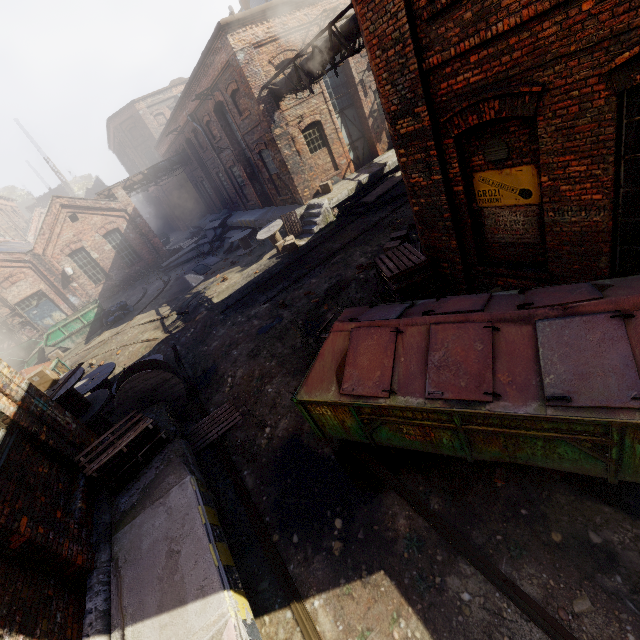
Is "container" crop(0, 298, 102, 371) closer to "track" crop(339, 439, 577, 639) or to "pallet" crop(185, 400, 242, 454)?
"pallet" crop(185, 400, 242, 454)

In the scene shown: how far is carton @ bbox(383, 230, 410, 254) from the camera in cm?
948

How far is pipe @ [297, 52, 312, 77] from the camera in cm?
1135

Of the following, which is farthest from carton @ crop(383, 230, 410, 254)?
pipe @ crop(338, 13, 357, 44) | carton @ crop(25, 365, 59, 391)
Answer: carton @ crop(25, 365, 59, 391)

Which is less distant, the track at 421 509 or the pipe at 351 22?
the track at 421 509

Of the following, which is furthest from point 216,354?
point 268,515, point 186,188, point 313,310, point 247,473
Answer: point 186,188

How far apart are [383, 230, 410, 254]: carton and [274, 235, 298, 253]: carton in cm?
570

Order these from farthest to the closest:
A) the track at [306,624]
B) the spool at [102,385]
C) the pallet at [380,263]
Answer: the spool at [102,385], the pallet at [380,263], the track at [306,624]
